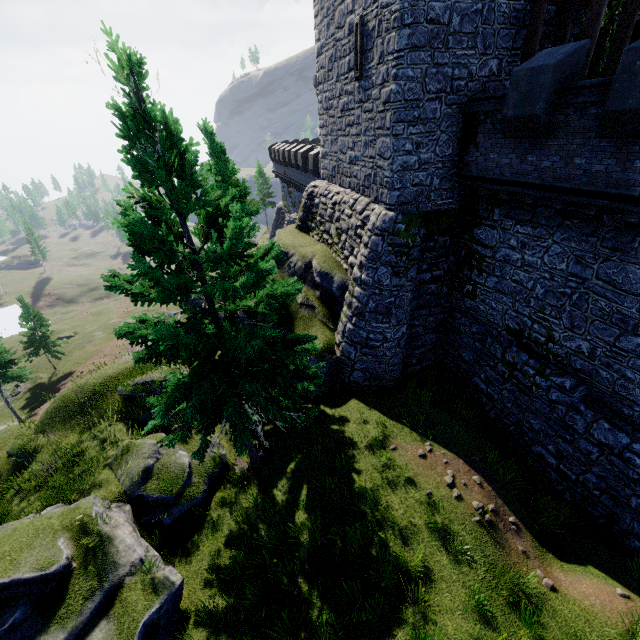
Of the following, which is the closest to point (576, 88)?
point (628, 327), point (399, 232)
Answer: point (399, 232)

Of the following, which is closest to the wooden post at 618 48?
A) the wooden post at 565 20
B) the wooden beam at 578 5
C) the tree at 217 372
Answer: the wooden beam at 578 5

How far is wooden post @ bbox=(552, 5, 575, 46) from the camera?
11.1m

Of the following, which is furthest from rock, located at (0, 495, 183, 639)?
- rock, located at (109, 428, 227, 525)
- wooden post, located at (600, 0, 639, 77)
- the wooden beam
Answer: the wooden beam

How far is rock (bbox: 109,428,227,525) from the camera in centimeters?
1096cm

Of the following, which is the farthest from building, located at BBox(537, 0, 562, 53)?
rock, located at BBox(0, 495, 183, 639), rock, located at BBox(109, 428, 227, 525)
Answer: rock, located at BBox(0, 495, 183, 639)

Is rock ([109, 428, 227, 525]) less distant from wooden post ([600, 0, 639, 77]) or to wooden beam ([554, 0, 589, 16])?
wooden post ([600, 0, 639, 77])

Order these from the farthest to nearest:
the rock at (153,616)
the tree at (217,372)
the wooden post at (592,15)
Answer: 1. the wooden post at (592,15)
2. the rock at (153,616)
3. the tree at (217,372)
